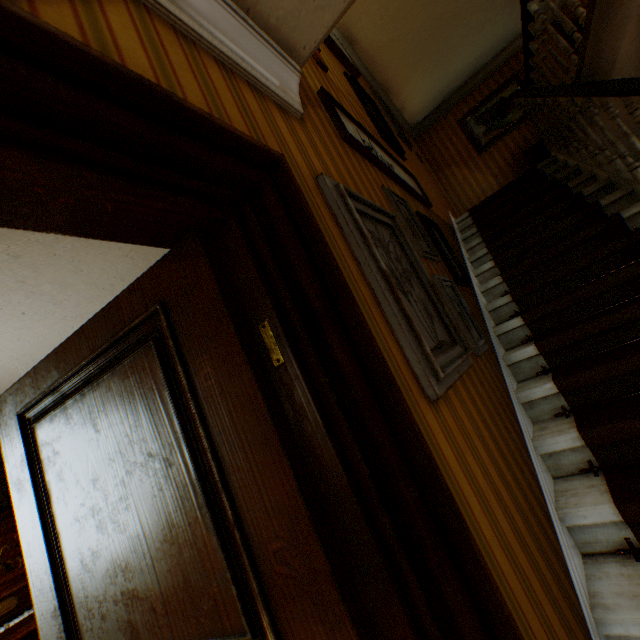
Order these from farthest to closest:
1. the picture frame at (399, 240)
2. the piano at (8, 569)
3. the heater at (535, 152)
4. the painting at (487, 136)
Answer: the painting at (487, 136)
the heater at (535, 152)
the piano at (8, 569)
the picture frame at (399, 240)

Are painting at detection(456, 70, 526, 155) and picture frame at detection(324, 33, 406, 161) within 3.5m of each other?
no

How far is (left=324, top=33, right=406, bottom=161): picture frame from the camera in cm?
365

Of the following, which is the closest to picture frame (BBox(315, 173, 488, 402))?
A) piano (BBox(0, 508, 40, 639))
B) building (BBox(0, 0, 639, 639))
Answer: building (BBox(0, 0, 639, 639))

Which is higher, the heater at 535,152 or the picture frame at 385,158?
the heater at 535,152

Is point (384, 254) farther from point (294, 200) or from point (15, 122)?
point (15, 122)

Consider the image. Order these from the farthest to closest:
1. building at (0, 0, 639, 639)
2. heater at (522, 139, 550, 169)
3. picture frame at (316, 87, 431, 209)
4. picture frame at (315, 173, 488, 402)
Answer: heater at (522, 139, 550, 169), picture frame at (316, 87, 431, 209), picture frame at (315, 173, 488, 402), building at (0, 0, 639, 639)

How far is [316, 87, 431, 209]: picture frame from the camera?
2.1m
